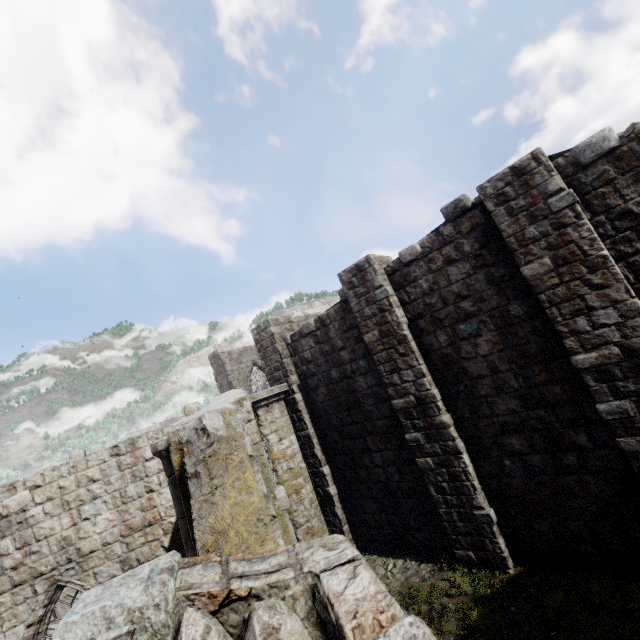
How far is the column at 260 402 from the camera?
10.1 meters

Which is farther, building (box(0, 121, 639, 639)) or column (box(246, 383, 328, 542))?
column (box(246, 383, 328, 542))

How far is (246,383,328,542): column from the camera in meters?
10.1 m

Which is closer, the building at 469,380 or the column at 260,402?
the building at 469,380

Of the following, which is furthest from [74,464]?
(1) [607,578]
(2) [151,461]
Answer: (1) [607,578]
